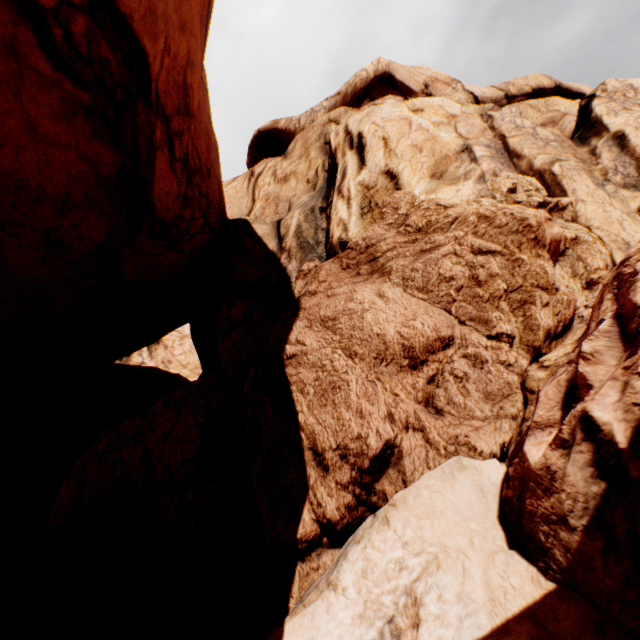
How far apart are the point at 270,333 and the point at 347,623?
3.57m
